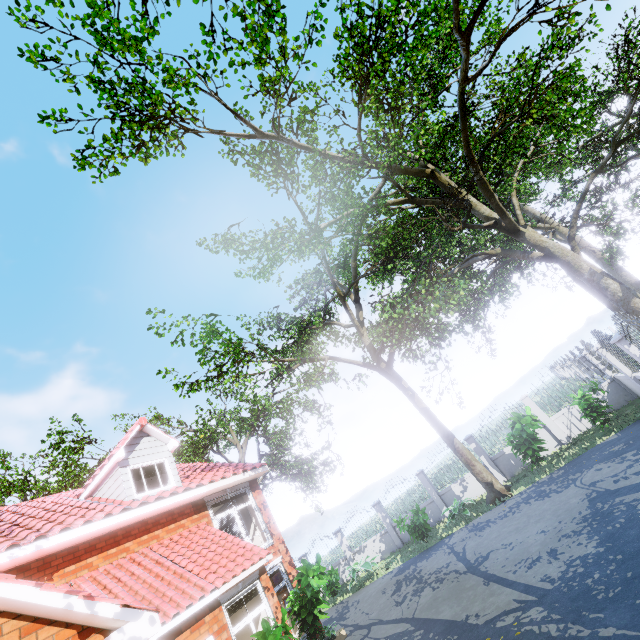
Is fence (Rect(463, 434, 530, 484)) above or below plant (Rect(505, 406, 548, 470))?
below

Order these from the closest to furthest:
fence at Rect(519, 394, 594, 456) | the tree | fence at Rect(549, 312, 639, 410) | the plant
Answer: fence at Rect(549, 312, 639, 410)
the tree
the plant
fence at Rect(519, 394, 594, 456)

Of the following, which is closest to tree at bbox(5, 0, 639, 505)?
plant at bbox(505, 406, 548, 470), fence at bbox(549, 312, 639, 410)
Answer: fence at bbox(549, 312, 639, 410)

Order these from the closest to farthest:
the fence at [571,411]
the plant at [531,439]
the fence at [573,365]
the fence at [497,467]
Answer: the fence at [573,365], the plant at [531,439], the fence at [571,411], the fence at [497,467]

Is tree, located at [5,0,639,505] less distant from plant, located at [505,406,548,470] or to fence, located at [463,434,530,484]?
fence, located at [463,434,530,484]

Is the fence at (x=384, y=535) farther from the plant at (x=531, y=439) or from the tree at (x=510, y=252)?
the plant at (x=531, y=439)

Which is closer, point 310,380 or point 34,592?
point 34,592

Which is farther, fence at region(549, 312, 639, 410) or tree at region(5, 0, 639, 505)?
tree at region(5, 0, 639, 505)
